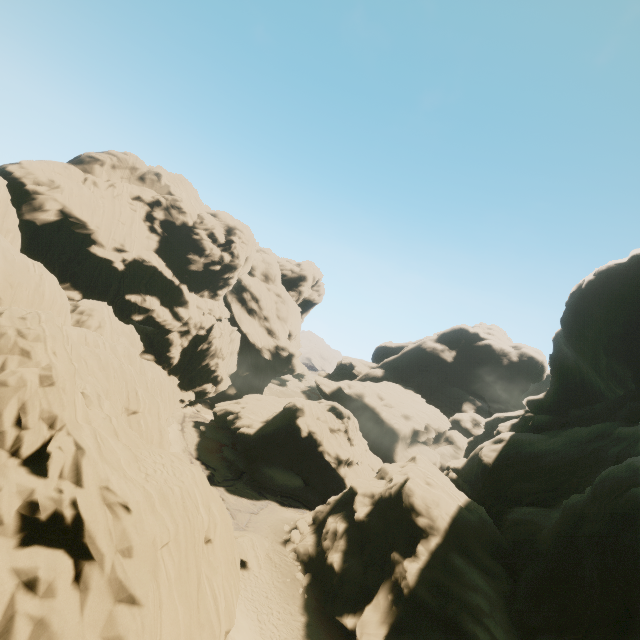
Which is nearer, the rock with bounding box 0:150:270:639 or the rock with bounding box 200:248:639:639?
the rock with bounding box 0:150:270:639

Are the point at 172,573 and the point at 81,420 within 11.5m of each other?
yes

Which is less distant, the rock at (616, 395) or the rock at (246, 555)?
the rock at (246, 555)
